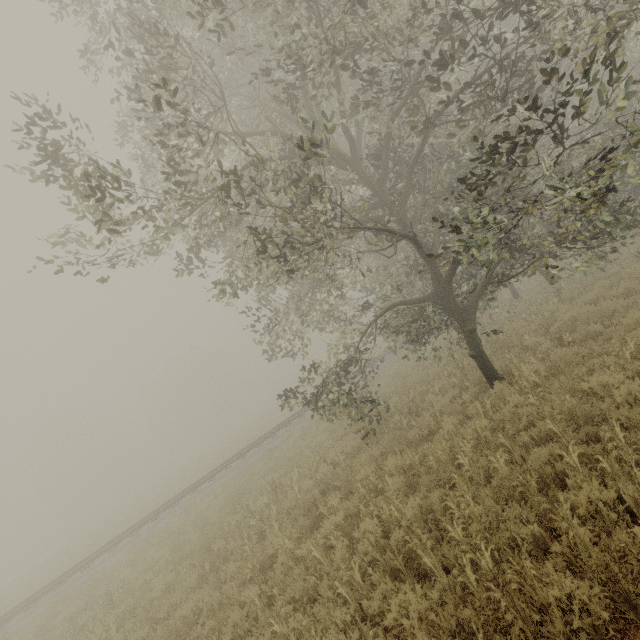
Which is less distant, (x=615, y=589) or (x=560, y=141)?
(x=615, y=589)

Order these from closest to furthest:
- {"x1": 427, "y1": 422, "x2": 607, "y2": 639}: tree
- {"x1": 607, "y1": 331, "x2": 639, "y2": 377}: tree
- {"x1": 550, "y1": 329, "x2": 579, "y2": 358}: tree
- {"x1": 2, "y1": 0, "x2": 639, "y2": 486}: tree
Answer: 1. {"x1": 427, "y1": 422, "x2": 607, "y2": 639}: tree
2. {"x1": 2, "y1": 0, "x2": 639, "y2": 486}: tree
3. {"x1": 607, "y1": 331, "x2": 639, "y2": 377}: tree
4. {"x1": 550, "y1": 329, "x2": 579, "y2": 358}: tree

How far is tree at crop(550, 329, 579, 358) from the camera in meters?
8.2 m

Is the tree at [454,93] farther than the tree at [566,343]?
No

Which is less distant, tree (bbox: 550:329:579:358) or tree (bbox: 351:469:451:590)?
tree (bbox: 351:469:451:590)
